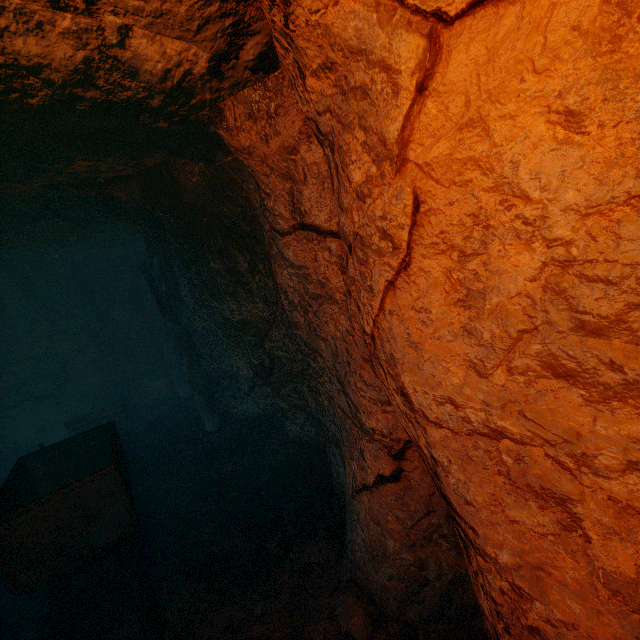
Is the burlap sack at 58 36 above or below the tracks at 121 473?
above

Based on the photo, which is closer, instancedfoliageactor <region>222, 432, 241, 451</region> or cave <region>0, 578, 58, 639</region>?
cave <region>0, 578, 58, 639</region>

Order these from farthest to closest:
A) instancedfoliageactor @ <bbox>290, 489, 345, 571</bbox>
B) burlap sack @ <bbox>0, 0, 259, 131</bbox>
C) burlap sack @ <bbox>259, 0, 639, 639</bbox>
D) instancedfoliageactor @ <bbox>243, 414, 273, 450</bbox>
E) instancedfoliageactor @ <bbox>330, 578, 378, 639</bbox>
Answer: instancedfoliageactor @ <bbox>243, 414, 273, 450</bbox> → instancedfoliageactor @ <bbox>290, 489, 345, 571</bbox> → instancedfoliageactor @ <bbox>330, 578, 378, 639</bbox> → burlap sack @ <bbox>0, 0, 259, 131</bbox> → burlap sack @ <bbox>259, 0, 639, 639</bbox>

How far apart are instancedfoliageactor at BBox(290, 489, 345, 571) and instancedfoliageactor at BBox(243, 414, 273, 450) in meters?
2.2 m

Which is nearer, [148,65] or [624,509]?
[624,509]

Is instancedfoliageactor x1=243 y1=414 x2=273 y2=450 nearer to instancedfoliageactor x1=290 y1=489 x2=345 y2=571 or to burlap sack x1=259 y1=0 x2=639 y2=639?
instancedfoliageactor x1=290 y1=489 x2=345 y2=571

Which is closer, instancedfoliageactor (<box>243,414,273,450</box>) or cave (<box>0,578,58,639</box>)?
cave (<box>0,578,58,639</box>)

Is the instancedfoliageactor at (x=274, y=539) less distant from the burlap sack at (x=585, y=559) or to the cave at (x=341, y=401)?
the cave at (x=341, y=401)
